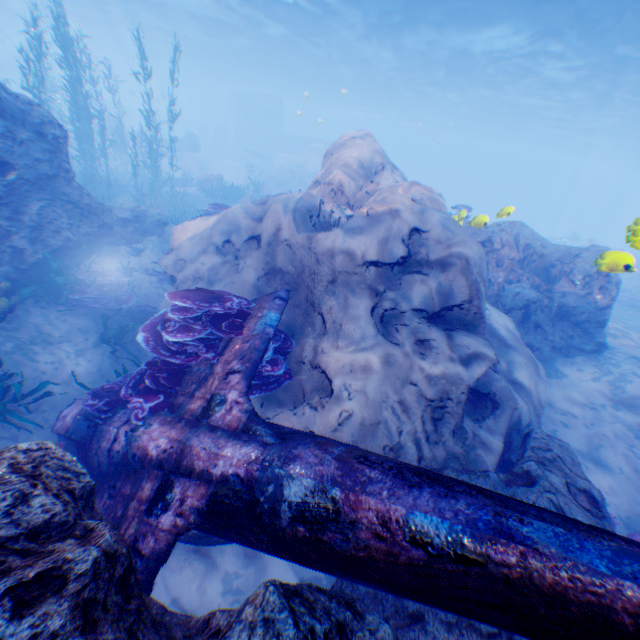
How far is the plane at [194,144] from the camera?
31.1 meters

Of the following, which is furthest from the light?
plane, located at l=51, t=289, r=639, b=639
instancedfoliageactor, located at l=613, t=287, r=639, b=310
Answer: instancedfoliageactor, located at l=613, t=287, r=639, b=310

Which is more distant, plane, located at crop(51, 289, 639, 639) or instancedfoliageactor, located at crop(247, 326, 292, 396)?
instancedfoliageactor, located at crop(247, 326, 292, 396)

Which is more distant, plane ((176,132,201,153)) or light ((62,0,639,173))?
plane ((176,132,201,153))

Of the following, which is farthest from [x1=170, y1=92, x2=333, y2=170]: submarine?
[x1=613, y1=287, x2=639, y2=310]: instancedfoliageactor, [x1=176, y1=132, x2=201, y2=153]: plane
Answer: [x1=613, y1=287, x2=639, y2=310]: instancedfoliageactor

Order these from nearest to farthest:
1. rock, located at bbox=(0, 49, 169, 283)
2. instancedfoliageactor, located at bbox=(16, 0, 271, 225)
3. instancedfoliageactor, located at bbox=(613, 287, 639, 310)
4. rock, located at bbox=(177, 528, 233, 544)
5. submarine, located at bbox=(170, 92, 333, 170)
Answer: rock, located at bbox=(177, 528, 233, 544) → rock, located at bbox=(0, 49, 169, 283) → instancedfoliageactor, located at bbox=(16, 0, 271, 225) → instancedfoliageactor, located at bbox=(613, 287, 639, 310) → submarine, located at bbox=(170, 92, 333, 170)

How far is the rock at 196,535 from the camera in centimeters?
438cm

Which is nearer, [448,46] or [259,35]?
[448,46]
